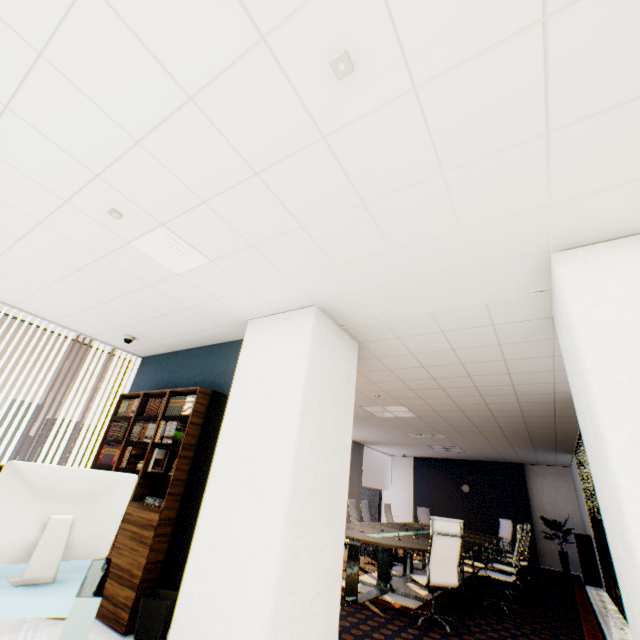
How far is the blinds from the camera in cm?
559

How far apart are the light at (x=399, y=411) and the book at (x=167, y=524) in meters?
3.8

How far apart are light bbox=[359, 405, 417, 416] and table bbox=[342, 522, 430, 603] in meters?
2.2

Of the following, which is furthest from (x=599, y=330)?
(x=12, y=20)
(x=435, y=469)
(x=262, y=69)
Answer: (x=435, y=469)

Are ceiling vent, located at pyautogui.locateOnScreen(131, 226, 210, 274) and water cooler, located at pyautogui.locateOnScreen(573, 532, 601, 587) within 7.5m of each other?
no

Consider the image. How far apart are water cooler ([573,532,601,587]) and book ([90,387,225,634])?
10.3 meters

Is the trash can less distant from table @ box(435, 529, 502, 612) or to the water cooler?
table @ box(435, 529, 502, 612)

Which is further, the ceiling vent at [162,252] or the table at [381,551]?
the table at [381,551]
